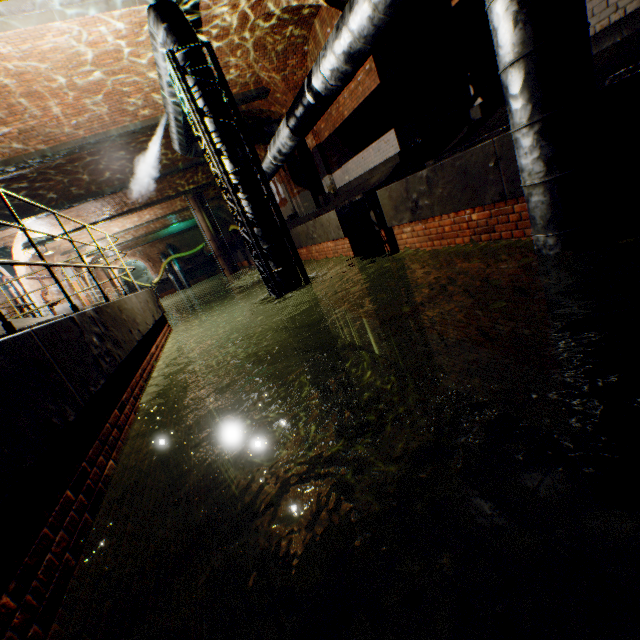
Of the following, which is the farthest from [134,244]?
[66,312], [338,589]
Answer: [338,589]

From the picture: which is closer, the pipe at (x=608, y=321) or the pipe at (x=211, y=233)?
the pipe at (x=608, y=321)

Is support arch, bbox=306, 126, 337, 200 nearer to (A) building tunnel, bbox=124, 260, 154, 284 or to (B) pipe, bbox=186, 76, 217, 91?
(B) pipe, bbox=186, 76, 217, 91

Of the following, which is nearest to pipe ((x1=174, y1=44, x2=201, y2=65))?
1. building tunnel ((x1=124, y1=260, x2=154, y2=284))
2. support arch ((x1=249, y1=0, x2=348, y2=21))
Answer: support arch ((x1=249, y1=0, x2=348, y2=21))

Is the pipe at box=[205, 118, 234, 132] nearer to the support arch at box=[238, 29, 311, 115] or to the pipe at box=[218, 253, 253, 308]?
the support arch at box=[238, 29, 311, 115]

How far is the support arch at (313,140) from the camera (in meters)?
11.23

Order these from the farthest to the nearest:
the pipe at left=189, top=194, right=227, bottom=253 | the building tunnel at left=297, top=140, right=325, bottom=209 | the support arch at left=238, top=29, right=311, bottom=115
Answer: the pipe at left=189, top=194, right=227, bottom=253
the building tunnel at left=297, top=140, right=325, bottom=209
the support arch at left=238, top=29, right=311, bottom=115

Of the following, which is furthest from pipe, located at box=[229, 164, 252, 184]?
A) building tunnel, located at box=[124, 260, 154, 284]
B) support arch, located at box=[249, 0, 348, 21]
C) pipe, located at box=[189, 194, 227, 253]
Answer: building tunnel, located at box=[124, 260, 154, 284]
